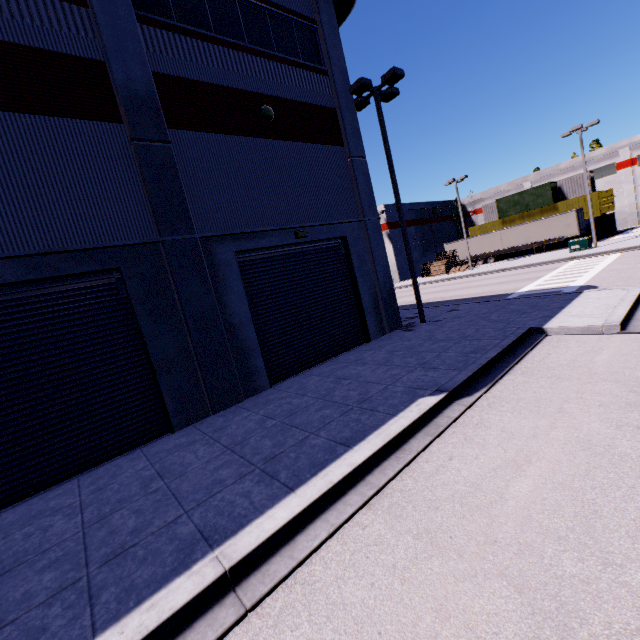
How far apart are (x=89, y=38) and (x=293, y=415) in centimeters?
1033cm

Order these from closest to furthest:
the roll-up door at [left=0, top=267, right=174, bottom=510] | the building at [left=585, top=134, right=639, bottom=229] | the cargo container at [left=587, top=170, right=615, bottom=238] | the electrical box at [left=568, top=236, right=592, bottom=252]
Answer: the roll-up door at [left=0, top=267, right=174, bottom=510] < the electrical box at [left=568, top=236, right=592, bottom=252] < the cargo container at [left=587, top=170, right=615, bottom=238] < the building at [left=585, top=134, right=639, bottom=229]

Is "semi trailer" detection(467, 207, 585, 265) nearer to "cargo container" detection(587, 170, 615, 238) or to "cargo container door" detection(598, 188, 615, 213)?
"cargo container" detection(587, 170, 615, 238)

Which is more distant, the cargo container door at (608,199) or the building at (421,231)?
the building at (421,231)

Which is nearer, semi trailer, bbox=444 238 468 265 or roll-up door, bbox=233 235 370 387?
roll-up door, bbox=233 235 370 387

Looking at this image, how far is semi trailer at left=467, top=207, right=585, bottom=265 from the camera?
34.7 meters

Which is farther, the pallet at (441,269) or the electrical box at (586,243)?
the pallet at (441,269)

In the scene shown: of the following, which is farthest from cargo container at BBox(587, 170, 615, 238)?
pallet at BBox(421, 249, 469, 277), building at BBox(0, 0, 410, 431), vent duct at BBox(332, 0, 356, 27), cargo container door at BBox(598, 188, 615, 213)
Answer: pallet at BBox(421, 249, 469, 277)
